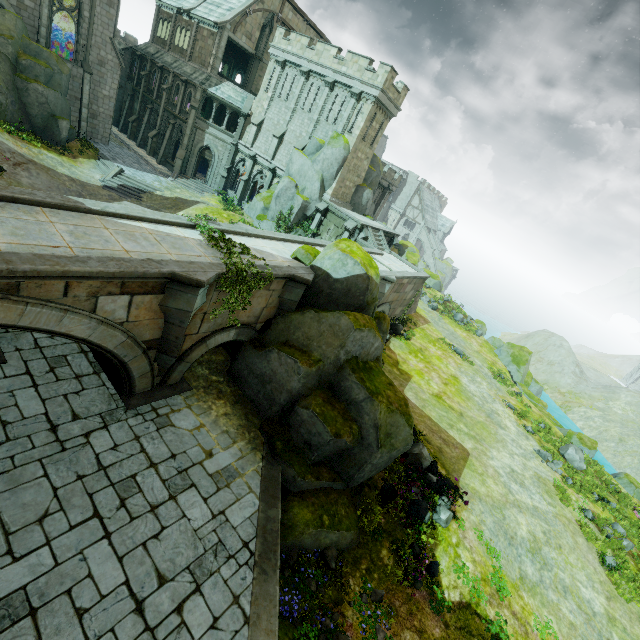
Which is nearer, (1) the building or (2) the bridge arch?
(2) the bridge arch

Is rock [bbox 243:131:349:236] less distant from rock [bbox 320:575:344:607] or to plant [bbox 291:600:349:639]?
rock [bbox 320:575:344:607]

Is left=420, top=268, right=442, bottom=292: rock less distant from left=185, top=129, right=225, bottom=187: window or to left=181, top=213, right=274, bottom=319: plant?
left=185, top=129, right=225, bottom=187: window

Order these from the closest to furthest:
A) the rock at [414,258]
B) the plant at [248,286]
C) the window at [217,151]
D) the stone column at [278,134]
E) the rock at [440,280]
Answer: the plant at [248,286], the stone column at [278,134], the window at [217,151], the rock at [440,280], the rock at [414,258]

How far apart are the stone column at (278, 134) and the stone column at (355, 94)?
5.2m

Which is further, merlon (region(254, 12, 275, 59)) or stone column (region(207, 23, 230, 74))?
merlon (region(254, 12, 275, 59))

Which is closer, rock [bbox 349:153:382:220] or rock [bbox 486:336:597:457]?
rock [bbox 486:336:597:457]

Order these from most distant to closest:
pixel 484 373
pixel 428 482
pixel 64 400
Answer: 1. pixel 484 373
2. pixel 428 482
3. pixel 64 400
